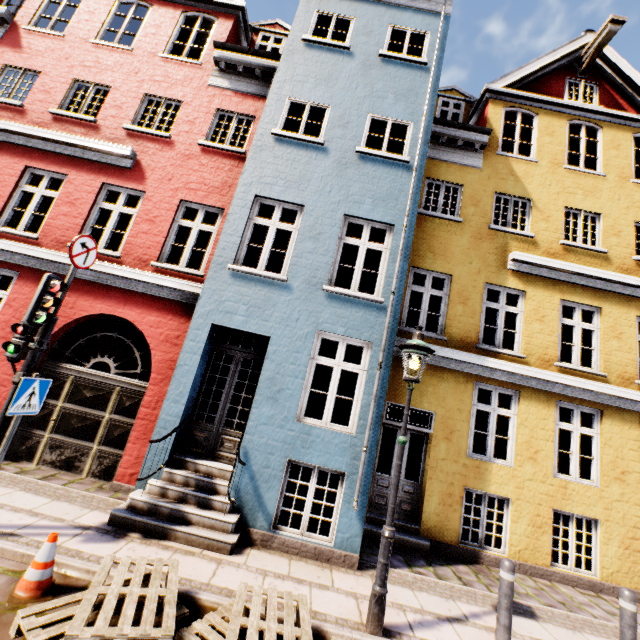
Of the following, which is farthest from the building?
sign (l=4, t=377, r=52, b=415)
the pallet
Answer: sign (l=4, t=377, r=52, b=415)

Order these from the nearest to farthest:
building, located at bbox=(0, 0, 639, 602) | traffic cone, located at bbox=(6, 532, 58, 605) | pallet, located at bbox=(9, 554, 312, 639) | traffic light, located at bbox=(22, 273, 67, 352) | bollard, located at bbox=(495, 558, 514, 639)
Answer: pallet, located at bbox=(9, 554, 312, 639)
traffic cone, located at bbox=(6, 532, 58, 605)
bollard, located at bbox=(495, 558, 514, 639)
traffic light, located at bbox=(22, 273, 67, 352)
building, located at bbox=(0, 0, 639, 602)

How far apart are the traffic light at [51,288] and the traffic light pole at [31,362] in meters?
0.0

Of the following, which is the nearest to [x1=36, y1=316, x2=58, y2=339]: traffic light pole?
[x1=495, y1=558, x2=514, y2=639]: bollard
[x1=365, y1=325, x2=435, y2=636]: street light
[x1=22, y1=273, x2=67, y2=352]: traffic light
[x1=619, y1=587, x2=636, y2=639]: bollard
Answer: [x1=22, y1=273, x2=67, y2=352]: traffic light

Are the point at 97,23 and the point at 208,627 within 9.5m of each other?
no

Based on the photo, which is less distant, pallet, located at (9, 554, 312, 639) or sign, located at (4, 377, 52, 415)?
pallet, located at (9, 554, 312, 639)

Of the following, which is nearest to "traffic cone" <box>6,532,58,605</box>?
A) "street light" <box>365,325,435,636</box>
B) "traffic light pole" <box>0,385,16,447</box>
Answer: "traffic light pole" <box>0,385,16,447</box>

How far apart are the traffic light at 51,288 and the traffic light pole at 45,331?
0.0 meters
